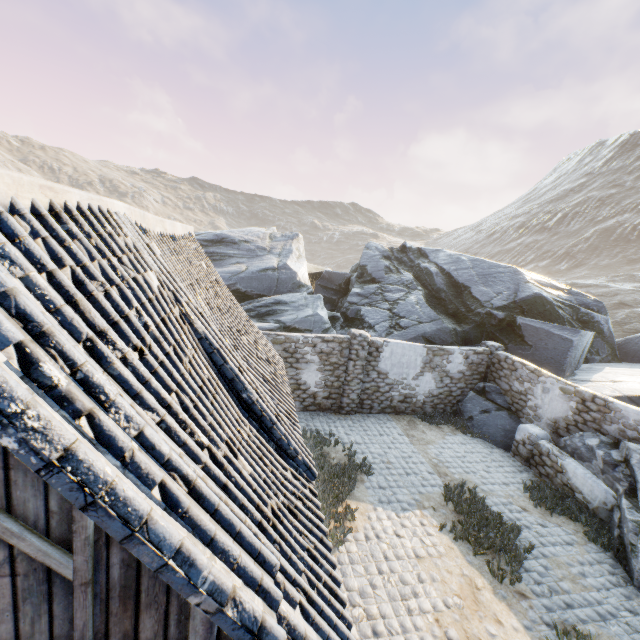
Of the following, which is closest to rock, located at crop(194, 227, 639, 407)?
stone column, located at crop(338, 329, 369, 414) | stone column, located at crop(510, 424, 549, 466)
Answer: stone column, located at crop(510, 424, 549, 466)

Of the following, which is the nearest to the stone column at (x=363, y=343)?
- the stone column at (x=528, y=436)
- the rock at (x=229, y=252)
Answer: the rock at (x=229, y=252)

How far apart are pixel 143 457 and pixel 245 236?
24.7m

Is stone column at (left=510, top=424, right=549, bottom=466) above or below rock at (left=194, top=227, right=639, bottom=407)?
below

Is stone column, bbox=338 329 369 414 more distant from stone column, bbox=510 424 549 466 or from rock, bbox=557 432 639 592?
stone column, bbox=510 424 549 466

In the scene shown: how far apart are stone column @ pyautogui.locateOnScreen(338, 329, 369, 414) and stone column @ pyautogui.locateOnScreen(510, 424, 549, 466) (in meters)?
Result: 5.50

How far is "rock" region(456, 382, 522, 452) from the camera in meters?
11.7 m

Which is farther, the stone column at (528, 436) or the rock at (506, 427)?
the rock at (506, 427)
